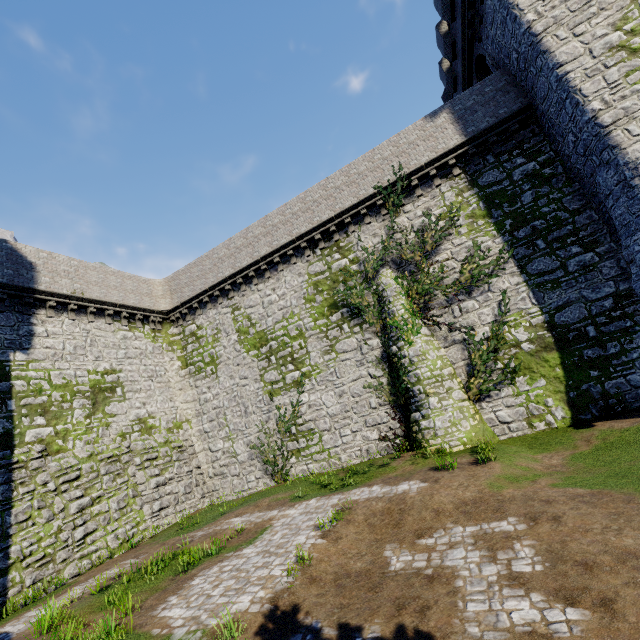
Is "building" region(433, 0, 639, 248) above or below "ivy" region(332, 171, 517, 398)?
above

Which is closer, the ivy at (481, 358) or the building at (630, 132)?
the building at (630, 132)

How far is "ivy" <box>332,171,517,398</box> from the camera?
14.59m

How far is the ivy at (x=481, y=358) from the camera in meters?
14.6

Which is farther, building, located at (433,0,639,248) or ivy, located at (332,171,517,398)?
ivy, located at (332,171,517,398)

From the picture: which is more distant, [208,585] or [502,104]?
[502,104]
